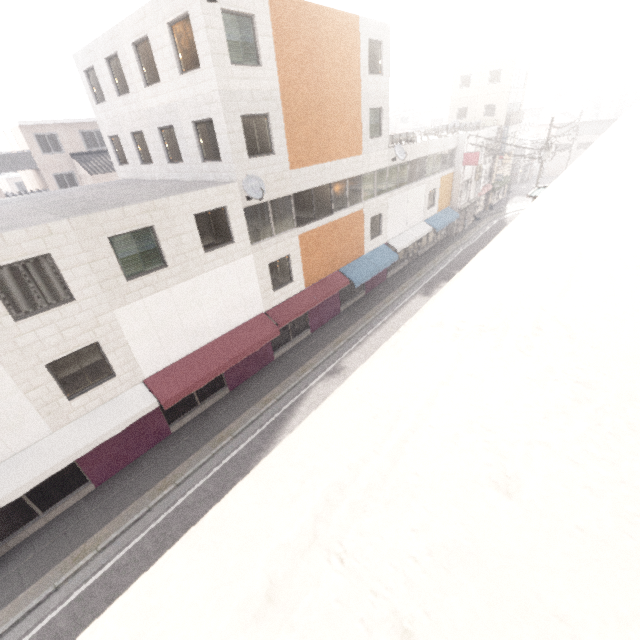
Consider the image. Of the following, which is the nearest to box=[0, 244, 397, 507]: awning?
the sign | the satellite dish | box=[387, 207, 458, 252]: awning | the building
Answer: the satellite dish

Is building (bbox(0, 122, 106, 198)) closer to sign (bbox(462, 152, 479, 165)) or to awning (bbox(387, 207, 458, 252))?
awning (bbox(387, 207, 458, 252))

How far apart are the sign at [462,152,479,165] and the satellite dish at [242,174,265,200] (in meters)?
23.14

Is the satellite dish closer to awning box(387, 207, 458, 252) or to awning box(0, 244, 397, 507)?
awning box(0, 244, 397, 507)

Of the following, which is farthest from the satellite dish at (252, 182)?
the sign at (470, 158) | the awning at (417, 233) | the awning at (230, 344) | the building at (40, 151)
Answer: the building at (40, 151)

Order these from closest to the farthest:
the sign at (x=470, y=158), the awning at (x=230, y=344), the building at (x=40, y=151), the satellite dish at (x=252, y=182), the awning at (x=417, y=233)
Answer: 1. the awning at (x=230, y=344)
2. the satellite dish at (x=252, y=182)
3. the awning at (x=417, y=233)
4. the building at (x=40, y=151)
5. the sign at (x=470, y=158)

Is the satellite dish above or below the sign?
above

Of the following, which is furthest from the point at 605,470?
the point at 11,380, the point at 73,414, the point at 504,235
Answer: the point at 73,414
